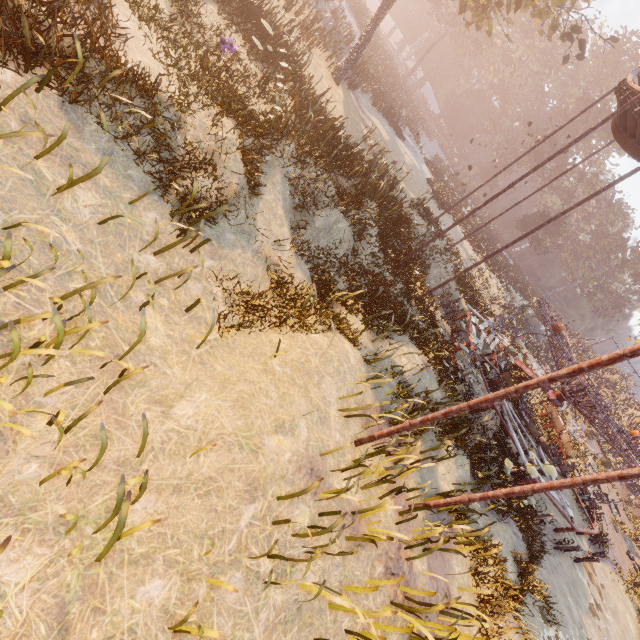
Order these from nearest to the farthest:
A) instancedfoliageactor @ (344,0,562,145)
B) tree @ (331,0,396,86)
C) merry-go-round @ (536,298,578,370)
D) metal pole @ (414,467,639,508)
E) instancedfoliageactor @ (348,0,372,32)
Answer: metal pole @ (414,467,639,508)
merry-go-round @ (536,298,578,370)
tree @ (331,0,396,86)
instancedfoliageactor @ (344,0,562,145)
instancedfoliageactor @ (348,0,372,32)

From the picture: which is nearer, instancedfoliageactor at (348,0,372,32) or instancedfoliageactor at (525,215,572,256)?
instancedfoliageactor at (348,0,372,32)

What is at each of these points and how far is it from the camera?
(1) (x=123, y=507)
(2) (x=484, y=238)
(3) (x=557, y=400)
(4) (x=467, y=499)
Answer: (1) instancedfoliageactor, 3.2 meters
(2) instancedfoliageactor, 38.9 meters
(3) merry-go-round, 16.6 meters
(4) metal pole, 6.7 meters

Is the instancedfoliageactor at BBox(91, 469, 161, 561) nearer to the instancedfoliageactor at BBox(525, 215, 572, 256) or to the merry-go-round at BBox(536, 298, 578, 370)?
the merry-go-round at BBox(536, 298, 578, 370)

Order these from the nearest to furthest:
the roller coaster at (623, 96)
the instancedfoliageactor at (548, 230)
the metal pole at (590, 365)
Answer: the metal pole at (590, 365)
the roller coaster at (623, 96)
the instancedfoliageactor at (548, 230)

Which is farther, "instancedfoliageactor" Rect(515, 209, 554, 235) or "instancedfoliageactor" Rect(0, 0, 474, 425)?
"instancedfoliageactor" Rect(515, 209, 554, 235)

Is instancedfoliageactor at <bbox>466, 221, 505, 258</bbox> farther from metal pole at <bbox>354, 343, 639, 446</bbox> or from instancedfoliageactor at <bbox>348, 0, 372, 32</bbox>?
metal pole at <bbox>354, 343, 639, 446</bbox>

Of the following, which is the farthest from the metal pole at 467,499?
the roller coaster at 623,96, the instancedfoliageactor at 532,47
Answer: the instancedfoliageactor at 532,47
